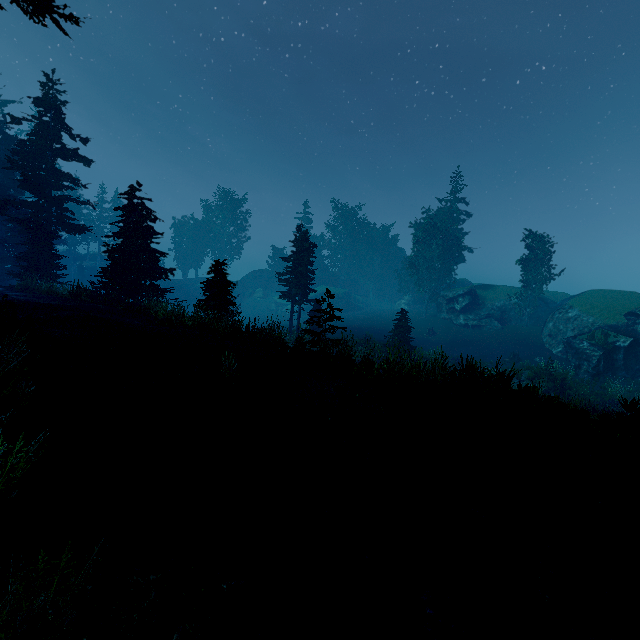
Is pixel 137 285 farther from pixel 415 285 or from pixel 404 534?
pixel 415 285

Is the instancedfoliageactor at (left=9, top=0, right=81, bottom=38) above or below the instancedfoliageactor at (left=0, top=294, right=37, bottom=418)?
above

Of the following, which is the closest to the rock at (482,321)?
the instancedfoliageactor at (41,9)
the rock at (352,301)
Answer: the instancedfoliageactor at (41,9)

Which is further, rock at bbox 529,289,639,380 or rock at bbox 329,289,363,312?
rock at bbox 329,289,363,312

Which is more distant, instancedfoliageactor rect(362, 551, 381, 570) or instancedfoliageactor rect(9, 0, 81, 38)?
instancedfoliageactor rect(9, 0, 81, 38)

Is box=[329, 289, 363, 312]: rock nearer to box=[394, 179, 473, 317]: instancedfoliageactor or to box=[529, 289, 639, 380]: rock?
box=[394, 179, 473, 317]: instancedfoliageactor

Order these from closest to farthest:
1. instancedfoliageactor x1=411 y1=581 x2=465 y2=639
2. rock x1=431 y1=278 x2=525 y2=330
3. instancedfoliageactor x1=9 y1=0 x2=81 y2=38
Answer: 1. instancedfoliageactor x1=411 y1=581 x2=465 y2=639
2. instancedfoliageactor x1=9 y1=0 x2=81 y2=38
3. rock x1=431 y1=278 x2=525 y2=330

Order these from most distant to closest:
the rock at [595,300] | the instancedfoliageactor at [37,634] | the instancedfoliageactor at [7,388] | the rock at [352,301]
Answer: the rock at [352,301] → the rock at [595,300] → the instancedfoliageactor at [7,388] → the instancedfoliageactor at [37,634]
